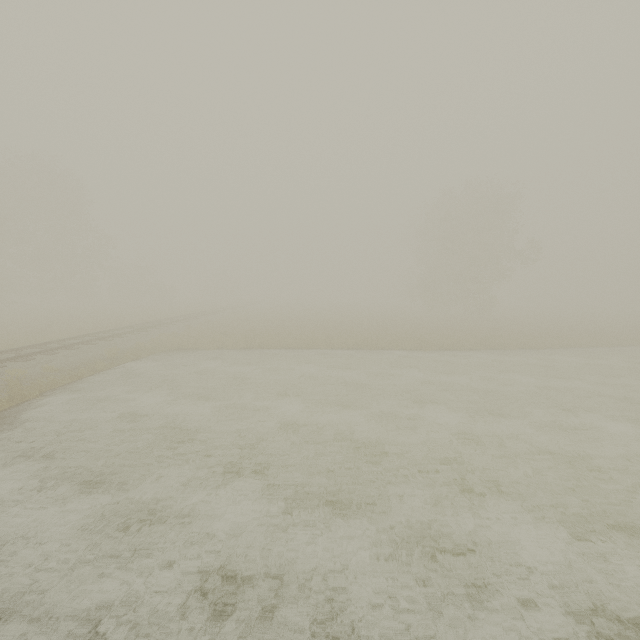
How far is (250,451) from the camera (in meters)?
8.60
